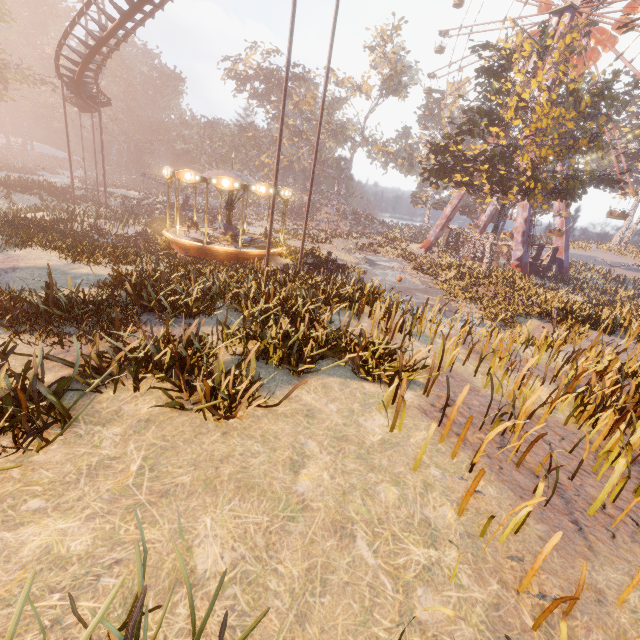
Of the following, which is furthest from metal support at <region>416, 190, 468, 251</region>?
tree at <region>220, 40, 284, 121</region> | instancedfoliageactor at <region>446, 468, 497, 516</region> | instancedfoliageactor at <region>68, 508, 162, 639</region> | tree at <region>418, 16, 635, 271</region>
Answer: instancedfoliageactor at <region>68, 508, 162, 639</region>

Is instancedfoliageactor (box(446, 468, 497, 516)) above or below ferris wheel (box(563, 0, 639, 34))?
below

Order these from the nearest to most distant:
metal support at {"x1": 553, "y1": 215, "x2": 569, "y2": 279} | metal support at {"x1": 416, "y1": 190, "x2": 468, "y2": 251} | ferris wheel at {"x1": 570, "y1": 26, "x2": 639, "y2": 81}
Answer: ferris wheel at {"x1": 570, "y1": 26, "x2": 639, "y2": 81} → metal support at {"x1": 553, "y1": 215, "x2": 569, "y2": 279} → metal support at {"x1": 416, "y1": 190, "x2": 468, "y2": 251}

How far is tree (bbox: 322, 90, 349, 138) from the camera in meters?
53.9

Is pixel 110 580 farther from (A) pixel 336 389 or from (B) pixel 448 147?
(B) pixel 448 147

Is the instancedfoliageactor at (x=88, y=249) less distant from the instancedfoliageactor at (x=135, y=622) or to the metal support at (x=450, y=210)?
the instancedfoliageactor at (x=135, y=622)

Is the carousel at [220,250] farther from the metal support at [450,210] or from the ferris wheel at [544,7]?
the ferris wheel at [544,7]

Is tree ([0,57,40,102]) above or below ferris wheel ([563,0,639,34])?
below
